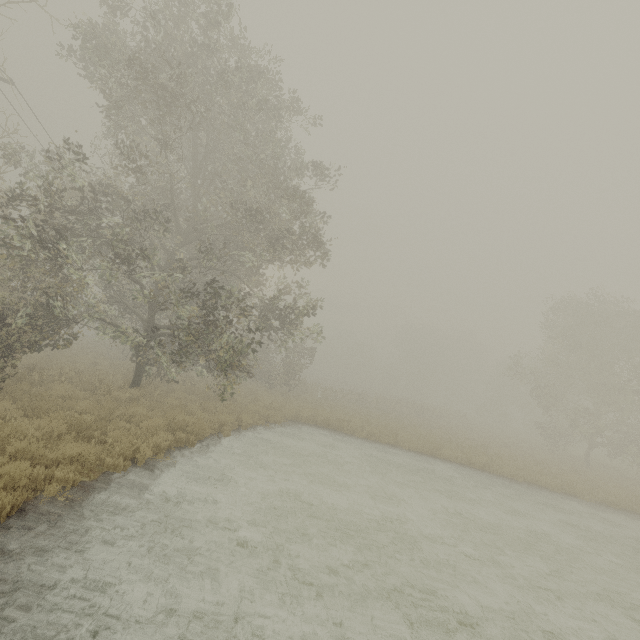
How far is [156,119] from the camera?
12.6 meters
